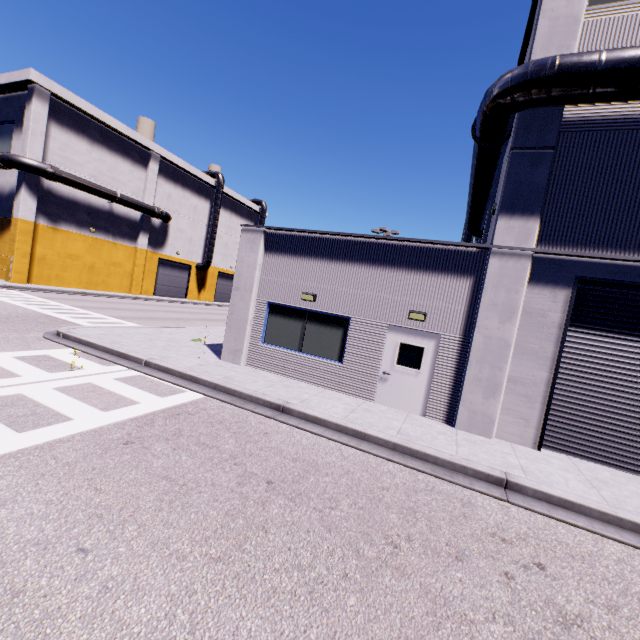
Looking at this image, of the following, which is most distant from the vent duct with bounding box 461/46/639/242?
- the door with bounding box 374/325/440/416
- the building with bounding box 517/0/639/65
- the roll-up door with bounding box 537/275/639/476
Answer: the door with bounding box 374/325/440/416

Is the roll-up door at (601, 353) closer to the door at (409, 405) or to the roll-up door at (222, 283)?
the door at (409, 405)

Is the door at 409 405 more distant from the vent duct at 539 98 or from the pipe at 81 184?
the pipe at 81 184

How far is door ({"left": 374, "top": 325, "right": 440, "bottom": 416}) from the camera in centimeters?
916cm

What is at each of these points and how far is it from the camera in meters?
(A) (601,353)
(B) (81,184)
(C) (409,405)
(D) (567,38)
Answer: (A) roll-up door, 7.8
(B) pipe, 26.8
(C) door, 9.3
(D) building, 7.8

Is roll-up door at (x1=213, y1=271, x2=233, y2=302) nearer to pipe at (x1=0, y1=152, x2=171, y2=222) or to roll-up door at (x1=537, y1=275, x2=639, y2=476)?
pipe at (x1=0, y1=152, x2=171, y2=222)

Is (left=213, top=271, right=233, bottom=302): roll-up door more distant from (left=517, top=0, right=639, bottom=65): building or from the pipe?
the pipe

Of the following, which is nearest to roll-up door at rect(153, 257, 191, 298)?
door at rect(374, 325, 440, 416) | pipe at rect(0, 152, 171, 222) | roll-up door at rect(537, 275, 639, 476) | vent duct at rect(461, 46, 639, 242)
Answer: pipe at rect(0, 152, 171, 222)
